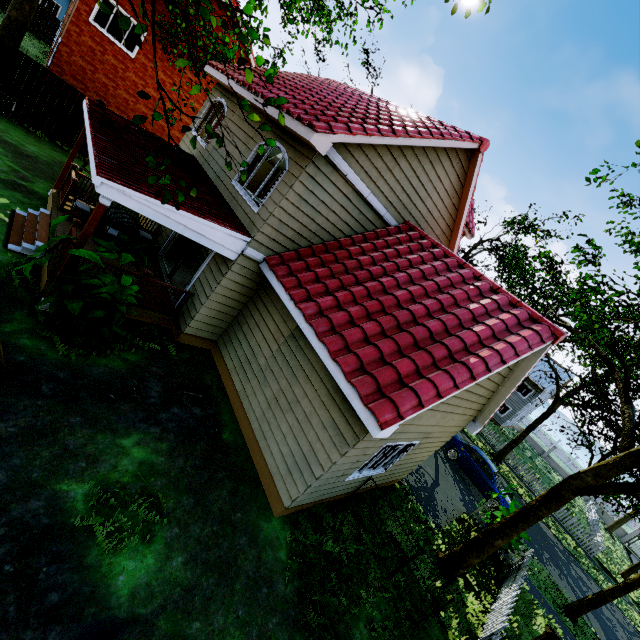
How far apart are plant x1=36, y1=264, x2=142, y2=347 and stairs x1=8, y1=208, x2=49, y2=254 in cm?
182

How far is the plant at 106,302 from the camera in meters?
5.8 m

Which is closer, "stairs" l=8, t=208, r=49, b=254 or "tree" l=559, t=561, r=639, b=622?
"stairs" l=8, t=208, r=49, b=254

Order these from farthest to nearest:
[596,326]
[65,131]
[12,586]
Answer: [65,131] → [596,326] → [12,586]

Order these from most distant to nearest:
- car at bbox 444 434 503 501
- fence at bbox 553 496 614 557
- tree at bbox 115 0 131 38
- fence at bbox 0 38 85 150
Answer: fence at bbox 553 496 614 557 < car at bbox 444 434 503 501 < fence at bbox 0 38 85 150 < tree at bbox 115 0 131 38

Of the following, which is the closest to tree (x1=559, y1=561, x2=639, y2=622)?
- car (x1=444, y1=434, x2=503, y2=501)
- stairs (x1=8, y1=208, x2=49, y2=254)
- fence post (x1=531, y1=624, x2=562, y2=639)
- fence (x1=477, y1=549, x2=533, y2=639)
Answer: car (x1=444, y1=434, x2=503, y2=501)
